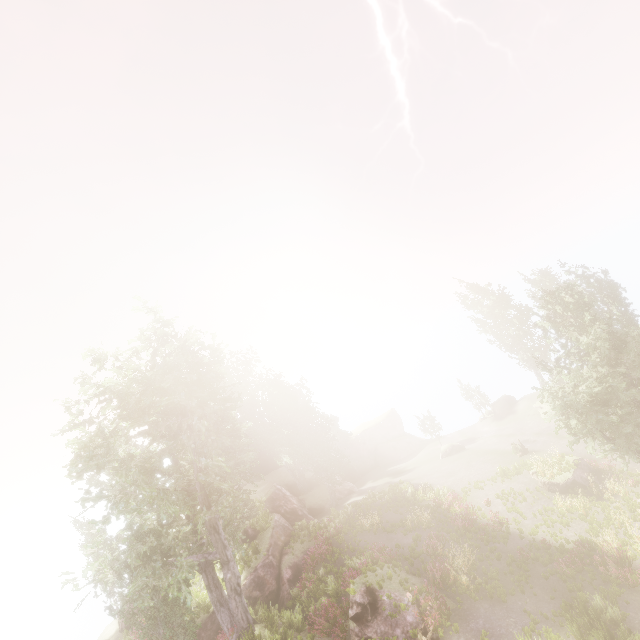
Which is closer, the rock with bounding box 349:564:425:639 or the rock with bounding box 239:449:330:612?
the rock with bounding box 349:564:425:639

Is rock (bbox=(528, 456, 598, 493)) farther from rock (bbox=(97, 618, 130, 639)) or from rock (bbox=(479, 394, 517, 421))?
rock (bbox=(479, 394, 517, 421))

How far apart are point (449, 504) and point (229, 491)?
17.47m

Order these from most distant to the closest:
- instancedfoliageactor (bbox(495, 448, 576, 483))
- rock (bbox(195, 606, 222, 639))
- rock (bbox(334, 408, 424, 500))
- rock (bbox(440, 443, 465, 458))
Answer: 1. rock (bbox(334, 408, 424, 500))
2. rock (bbox(440, 443, 465, 458))
3. instancedfoliageactor (bbox(495, 448, 576, 483))
4. rock (bbox(195, 606, 222, 639))

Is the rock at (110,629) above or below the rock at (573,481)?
above

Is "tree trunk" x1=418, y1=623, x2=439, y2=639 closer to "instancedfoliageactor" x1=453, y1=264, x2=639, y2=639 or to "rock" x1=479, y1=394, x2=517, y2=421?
"instancedfoliageactor" x1=453, y1=264, x2=639, y2=639

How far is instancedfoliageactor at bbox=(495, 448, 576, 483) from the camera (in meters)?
23.27

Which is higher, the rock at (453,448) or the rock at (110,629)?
the rock at (110,629)
